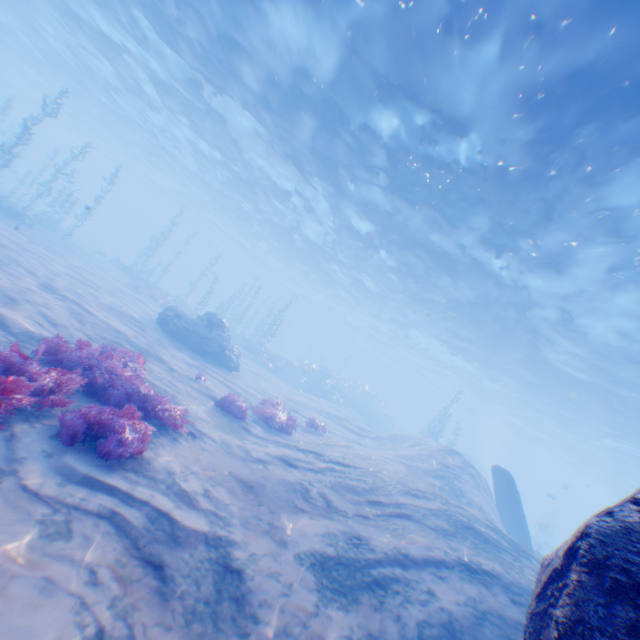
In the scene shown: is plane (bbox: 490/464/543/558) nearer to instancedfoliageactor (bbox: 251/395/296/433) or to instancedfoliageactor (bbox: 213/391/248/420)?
instancedfoliageactor (bbox: 251/395/296/433)

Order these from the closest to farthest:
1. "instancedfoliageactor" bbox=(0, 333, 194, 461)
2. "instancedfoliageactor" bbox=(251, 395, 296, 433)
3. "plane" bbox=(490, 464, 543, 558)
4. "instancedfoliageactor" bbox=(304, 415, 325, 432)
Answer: "instancedfoliageactor" bbox=(0, 333, 194, 461)
"instancedfoliageactor" bbox=(251, 395, 296, 433)
"instancedfoliageactor" bbox=(304, 415, 325, 432)
"plane" bbox=(490, 464, 543, 558)

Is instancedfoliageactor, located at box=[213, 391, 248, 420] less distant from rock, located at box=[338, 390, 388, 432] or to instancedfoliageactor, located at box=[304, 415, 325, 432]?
instancedfoliageactor, located at box=[304, 415, 325, 432]

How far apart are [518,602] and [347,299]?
38.6m

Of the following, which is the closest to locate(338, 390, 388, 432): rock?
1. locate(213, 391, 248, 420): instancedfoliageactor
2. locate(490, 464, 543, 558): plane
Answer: locate(490, 464, 543, 558): plane

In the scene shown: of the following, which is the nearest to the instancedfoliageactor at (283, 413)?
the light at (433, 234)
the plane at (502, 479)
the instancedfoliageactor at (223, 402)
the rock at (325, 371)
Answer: the instancedfoliageactor at (223, 402)

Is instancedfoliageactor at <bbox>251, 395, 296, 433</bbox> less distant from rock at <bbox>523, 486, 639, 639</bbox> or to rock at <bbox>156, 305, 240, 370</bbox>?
rock at <bbox>156, 305, 240, 370</bbox>

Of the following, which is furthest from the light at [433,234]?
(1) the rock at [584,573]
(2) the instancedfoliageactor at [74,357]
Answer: (2) the instancedfoliageactor at [74,357]
